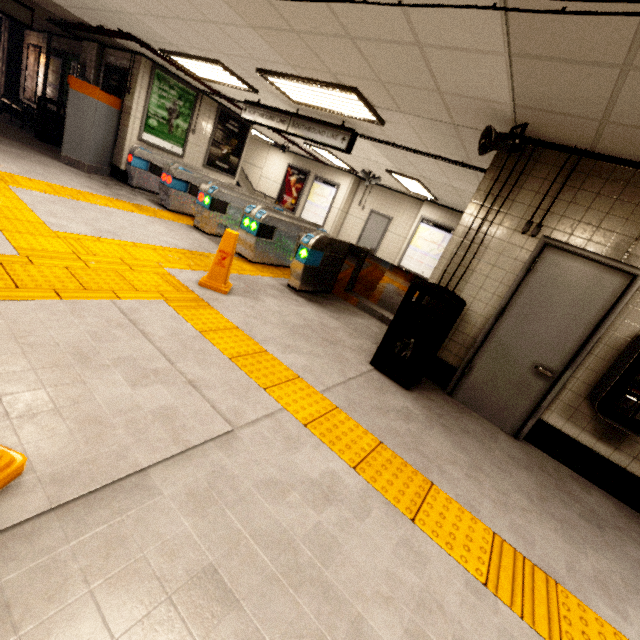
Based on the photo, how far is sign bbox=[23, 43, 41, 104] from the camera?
10.80m

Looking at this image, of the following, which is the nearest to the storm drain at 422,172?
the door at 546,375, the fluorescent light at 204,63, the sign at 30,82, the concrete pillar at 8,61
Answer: the fluorescent light at 204,63

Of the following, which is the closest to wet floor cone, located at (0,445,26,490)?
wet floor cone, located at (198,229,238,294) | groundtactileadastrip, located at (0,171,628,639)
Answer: groundtactileadastrip, located at (0,171,628,639)

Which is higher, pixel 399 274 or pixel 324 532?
pixel 399 274

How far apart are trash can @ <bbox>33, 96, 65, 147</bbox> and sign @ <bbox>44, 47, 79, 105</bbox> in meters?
0.7

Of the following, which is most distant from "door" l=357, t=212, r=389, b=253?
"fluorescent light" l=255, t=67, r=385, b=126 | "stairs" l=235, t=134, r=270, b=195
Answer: "fluorescent light" l=255, t=67, r=385, b=126

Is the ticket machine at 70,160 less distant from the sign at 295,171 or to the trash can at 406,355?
the sign at 295,171

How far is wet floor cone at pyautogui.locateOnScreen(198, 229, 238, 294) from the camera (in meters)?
4.01
